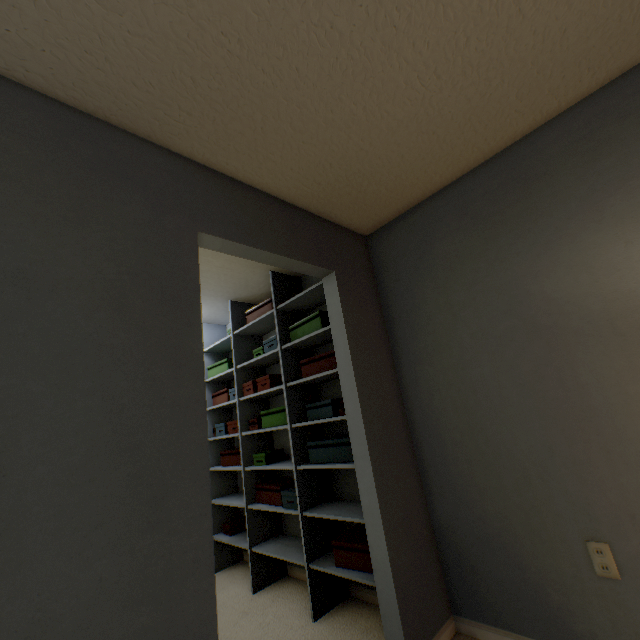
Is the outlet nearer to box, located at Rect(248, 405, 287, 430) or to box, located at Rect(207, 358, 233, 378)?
box, located at Rect(248, 405, 287, 430)

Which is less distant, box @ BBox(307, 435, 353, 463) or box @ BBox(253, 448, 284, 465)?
box @ BBox(307, 435, 353, 463)

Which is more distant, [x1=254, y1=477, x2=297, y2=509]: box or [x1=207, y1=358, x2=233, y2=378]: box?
[x1=207, y1=358, x2=233, y2=378]: box

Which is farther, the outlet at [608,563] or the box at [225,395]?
the box at [225,395]

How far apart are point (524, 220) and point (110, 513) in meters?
2.2 m

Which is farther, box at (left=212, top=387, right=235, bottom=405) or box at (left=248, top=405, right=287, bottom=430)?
box at (left=212, top=387, right=235, bottom=405)

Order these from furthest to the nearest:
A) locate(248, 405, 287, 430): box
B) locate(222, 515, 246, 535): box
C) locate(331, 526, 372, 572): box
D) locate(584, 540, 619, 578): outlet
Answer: locate(222, 515, 246, 535): box, locate(248, 405, 287, 430): box, locate(331, 526, 372, 572): box, locate(584, 540, 619, 578): outlet

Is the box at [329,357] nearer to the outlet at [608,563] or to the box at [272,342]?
the box at [272,342]
